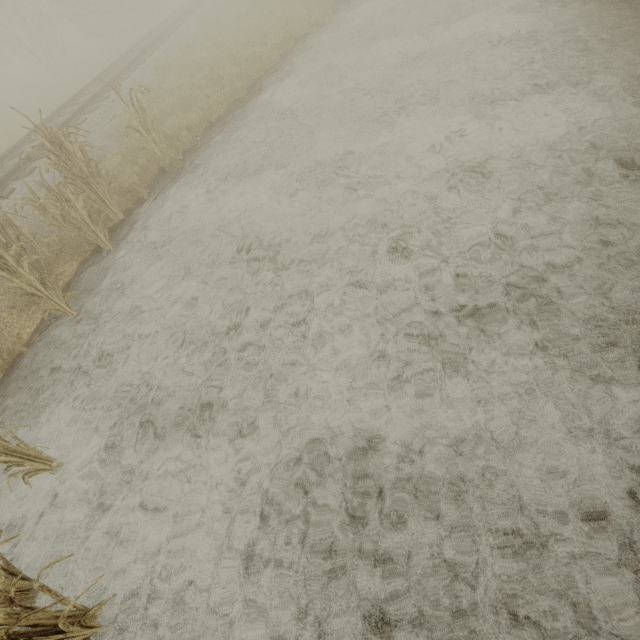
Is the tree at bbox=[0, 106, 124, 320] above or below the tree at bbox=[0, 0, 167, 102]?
below

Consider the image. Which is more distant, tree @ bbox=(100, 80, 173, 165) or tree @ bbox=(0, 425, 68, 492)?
tree @ bbox=(100, 80, 173, 165)

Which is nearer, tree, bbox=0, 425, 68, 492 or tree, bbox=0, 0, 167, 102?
tree, bbox=0, 425, 68, 492

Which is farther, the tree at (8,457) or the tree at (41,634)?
the tree at (8,457)

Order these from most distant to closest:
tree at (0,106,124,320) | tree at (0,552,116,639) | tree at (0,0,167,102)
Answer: tree at (0,0,167,102), tree at (0,106,124,320), tree at (0,552,116,639)

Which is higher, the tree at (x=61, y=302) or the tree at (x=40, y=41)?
the tree at (x=40, y=41)

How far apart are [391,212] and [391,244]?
0.69m

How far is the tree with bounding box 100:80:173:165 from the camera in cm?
653
